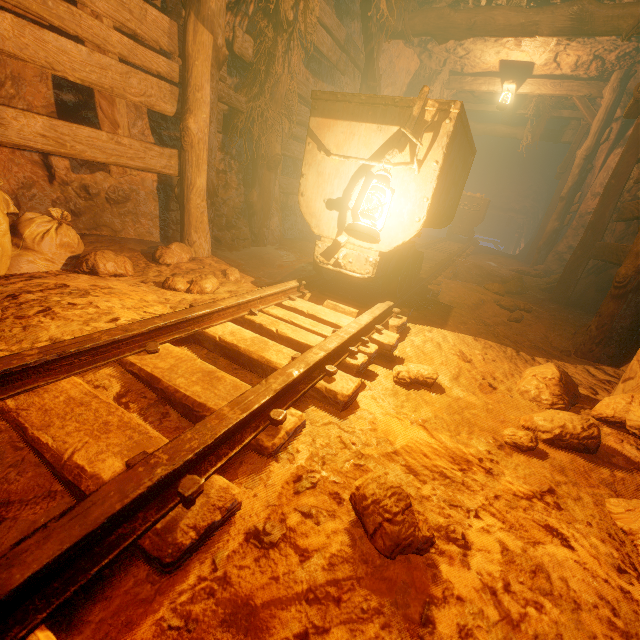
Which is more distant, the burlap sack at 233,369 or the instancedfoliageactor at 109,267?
the instancedfoliageactor at 109,267

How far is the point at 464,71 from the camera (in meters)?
8.27

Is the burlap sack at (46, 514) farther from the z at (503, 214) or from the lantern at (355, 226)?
the lantern at (355, 226)

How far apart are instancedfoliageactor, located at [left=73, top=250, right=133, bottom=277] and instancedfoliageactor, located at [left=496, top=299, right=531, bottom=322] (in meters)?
4.00

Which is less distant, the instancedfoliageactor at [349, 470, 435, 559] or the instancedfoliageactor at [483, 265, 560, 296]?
the instancedfoliageactor at [349, 470, 435, 559]

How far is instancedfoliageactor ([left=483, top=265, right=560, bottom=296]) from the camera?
4.43m

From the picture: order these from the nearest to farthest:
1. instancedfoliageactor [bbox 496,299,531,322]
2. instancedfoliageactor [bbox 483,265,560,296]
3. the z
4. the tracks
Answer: the tracks < instancedfoliageactor [bbox 496,299,531,322] < instancedfoliageactor [bbox 483,265,560,296] < the z

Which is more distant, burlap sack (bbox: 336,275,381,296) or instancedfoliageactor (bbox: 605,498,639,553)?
burlap sack (bbox: 336,275,381,296)
